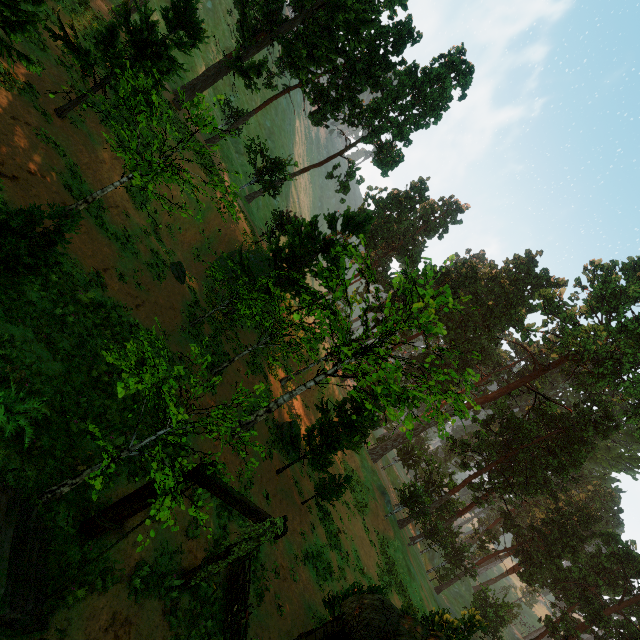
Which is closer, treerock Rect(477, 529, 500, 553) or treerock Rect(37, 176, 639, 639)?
treerock Rect(37, 176, 639, 639)

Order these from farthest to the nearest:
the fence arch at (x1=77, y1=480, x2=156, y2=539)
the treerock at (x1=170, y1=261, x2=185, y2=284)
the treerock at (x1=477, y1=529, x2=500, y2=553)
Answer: the treerock at (x1=477, y1=529, x2=500, y2=553) → the treerock at (x1=170, y1=261, x2=185, y2=284) → the fence arch at (x1=77, y1=480, x2=156, y2=539)

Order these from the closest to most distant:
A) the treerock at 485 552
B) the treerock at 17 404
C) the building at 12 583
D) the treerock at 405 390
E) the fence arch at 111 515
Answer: the building at 12 583 < the treerock at 17 404 < the fence arch at 111 515 < the treerock at 405 390 < the treerock at 485 552

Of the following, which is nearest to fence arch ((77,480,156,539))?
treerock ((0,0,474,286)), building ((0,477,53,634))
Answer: building ((0,477,53,634))

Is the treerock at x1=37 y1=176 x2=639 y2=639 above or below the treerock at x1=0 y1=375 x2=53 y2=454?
above

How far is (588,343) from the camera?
34.5 meters

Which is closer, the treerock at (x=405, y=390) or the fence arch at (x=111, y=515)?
the fence arch at (x=111, y=515)

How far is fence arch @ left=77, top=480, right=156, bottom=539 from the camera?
7.6 meters
